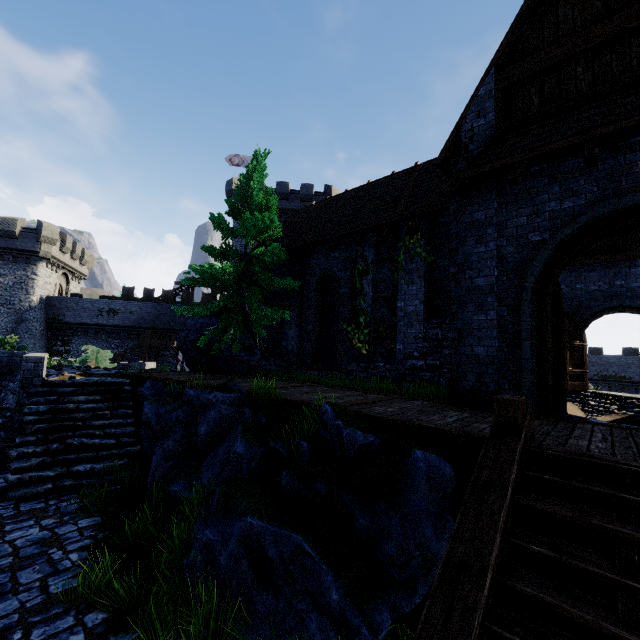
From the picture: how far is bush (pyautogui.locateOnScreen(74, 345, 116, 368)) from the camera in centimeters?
1838cm

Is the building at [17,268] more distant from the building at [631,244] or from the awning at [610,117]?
the awning at [610,117]

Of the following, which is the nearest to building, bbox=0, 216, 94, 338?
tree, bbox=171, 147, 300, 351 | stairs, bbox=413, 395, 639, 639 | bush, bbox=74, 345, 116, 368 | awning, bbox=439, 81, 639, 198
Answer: bush, bbox=74, 345, 116, 368

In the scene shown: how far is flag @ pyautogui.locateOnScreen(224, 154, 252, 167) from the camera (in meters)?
34.87

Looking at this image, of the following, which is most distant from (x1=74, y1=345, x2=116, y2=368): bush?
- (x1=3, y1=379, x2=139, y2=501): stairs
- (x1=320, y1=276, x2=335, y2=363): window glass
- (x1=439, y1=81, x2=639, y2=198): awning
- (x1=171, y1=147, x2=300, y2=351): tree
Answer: (x1=439, y1=81, x2=639, y2=198): awning

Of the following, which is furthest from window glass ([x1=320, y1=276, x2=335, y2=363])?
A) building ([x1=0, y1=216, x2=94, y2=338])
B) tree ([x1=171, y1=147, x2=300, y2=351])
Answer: building ([x1=0, y1=216, x2=94, y2=338])

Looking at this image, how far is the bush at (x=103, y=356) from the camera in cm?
1838

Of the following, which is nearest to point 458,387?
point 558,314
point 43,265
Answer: point 558,314
